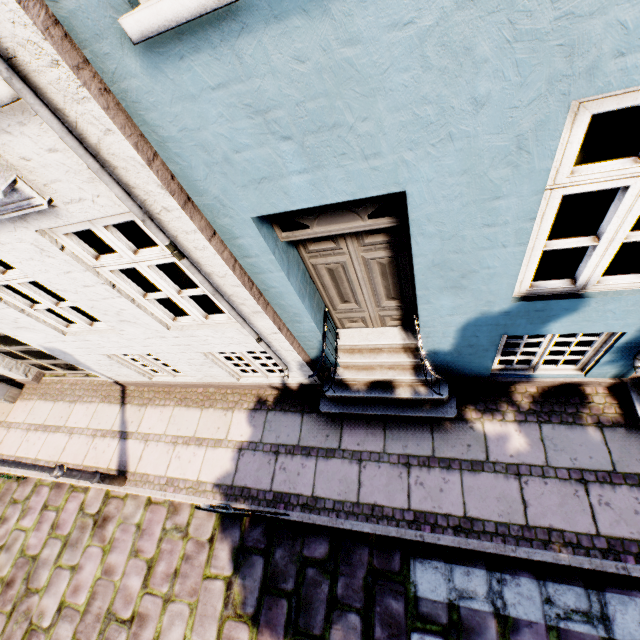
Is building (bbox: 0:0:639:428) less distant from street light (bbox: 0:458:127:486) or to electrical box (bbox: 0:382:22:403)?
electrical box (bbox: 0:382:22:403)

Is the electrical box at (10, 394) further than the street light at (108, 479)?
Yes

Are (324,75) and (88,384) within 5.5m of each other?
no

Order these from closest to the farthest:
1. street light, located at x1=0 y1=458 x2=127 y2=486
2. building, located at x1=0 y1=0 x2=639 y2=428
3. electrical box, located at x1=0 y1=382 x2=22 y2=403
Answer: building, located at x1=0 y1=0 x2=639 y2=428 → street light, located at x1=0 y1=458 x2=127 y2=486 → electrical box, located at x1=0 y1=382 x2=22 y2=403

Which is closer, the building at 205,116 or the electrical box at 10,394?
the building at 205,116

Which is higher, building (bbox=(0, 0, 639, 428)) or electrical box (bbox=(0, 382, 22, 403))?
building (bbox=(0, 0, 639, 428))

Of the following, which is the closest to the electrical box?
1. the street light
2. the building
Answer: the building
